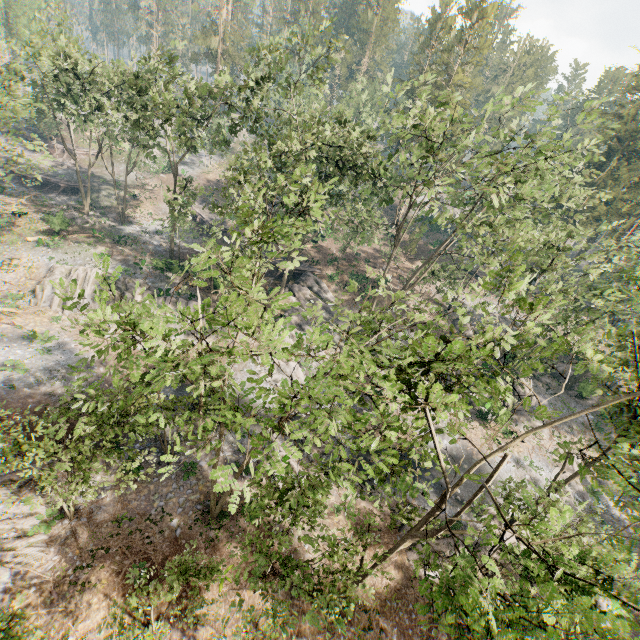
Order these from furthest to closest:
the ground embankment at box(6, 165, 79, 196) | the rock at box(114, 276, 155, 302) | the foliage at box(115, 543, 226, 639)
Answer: the ground embankment at box(6, 165, 79, 196) < the rock at box(114, 276, 155, 302) < the foliage at box(115, 543, 226, 639)

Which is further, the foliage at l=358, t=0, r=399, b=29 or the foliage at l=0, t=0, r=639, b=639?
the foliage at l=358, t=0, r=399, b=29

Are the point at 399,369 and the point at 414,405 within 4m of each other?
yes

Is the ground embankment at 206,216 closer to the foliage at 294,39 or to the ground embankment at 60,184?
the ground embankment at 60,184

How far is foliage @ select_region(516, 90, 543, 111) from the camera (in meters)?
19.83

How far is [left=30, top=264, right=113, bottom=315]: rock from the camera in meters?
30.2 m

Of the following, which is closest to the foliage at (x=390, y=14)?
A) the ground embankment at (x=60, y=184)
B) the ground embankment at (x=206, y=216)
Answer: the ground embankment at (x=60, y=184)
